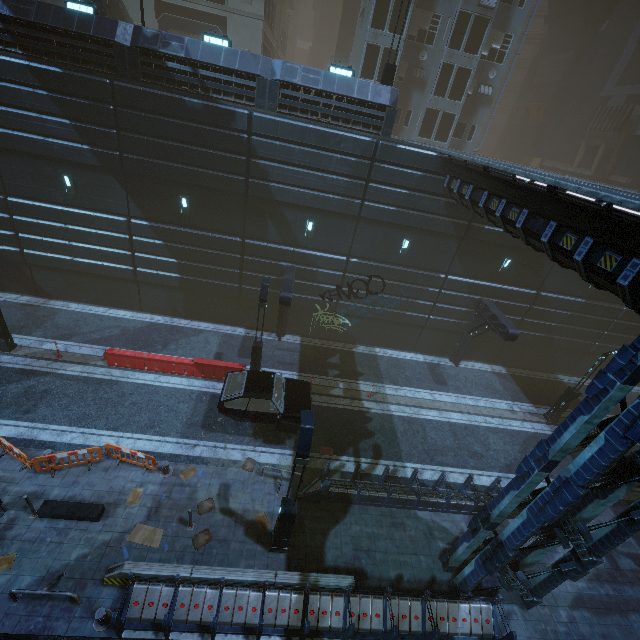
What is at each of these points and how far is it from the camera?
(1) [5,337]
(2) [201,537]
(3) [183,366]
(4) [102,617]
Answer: (1) street light, 15.2 meters
(2) garbage cardboard, 10.6 meters
(3) barrier, 16.2 meters
(4) bollard, 8.3 meters

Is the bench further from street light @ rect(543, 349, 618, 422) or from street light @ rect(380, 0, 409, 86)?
street light @ rect(543, 349, 618, 422)

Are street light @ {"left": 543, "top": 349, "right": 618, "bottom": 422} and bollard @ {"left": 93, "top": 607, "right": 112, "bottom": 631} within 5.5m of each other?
no

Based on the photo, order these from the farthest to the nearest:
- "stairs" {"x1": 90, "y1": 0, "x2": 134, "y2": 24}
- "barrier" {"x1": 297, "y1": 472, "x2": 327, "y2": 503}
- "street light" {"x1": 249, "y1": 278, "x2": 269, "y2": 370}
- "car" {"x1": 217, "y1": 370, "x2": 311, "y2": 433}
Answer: "stairs" {"x1": 90, "y1": 0, "x2": 134, "y2": 24}
"street light" {"x1": 249, "y1": 278, "x2": 269, "y2": 370}
"car" {"x1": 217, "y1": 370, "x2": 311, "y2": 433}
"barrier" {"x1": 297, "y1": 472, "x2": 327, "y2": 503}

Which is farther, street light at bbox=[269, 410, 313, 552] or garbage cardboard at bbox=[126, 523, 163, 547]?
garbage cardboard at bbox=[126, 523, 163, 547]

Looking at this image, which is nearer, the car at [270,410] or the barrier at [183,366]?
the car at [270,410]

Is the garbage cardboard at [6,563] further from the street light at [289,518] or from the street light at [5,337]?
the street light at [5,337]

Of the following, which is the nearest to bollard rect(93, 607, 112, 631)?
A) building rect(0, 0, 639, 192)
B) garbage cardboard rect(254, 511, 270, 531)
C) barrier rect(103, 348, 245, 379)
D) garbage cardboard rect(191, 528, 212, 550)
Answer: building rect(0, 0, 639, 192)
